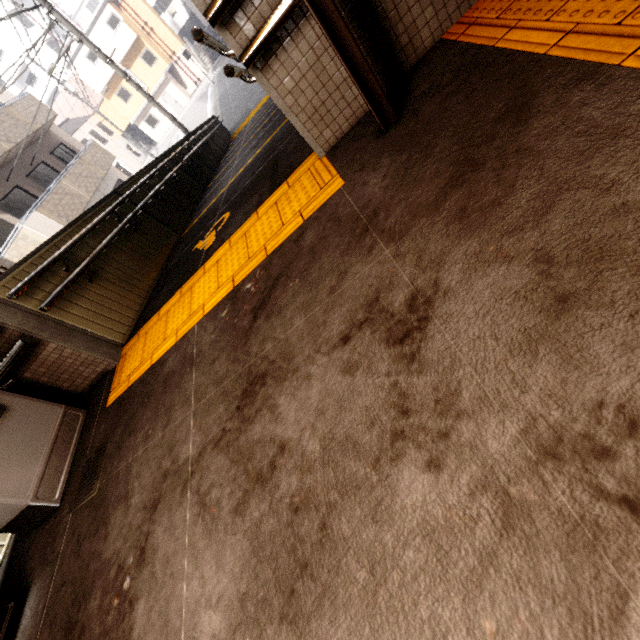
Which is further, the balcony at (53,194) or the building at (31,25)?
the building at (31,25)

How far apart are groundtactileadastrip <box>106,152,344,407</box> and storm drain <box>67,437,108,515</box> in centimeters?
36cm

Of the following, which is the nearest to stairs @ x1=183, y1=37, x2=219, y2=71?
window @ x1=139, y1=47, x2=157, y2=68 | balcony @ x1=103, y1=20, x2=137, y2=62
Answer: window @ x1=139, y1=47, x2=157, y2=68

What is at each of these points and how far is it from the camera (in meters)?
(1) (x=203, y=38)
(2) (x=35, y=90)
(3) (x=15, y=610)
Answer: (1) ramp, 1.95
(2) building, 36.56
(3) trash can, 2.20

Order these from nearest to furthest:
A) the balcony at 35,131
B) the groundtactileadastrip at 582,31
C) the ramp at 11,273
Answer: the groundtactileadastrip at 582,31
the ramp at 11,273
the balcony at 35,131

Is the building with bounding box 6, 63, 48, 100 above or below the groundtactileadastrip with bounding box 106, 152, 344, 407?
above

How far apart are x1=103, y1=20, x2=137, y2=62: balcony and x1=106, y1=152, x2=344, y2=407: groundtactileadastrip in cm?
3966

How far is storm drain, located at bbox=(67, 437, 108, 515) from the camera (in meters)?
2.41
